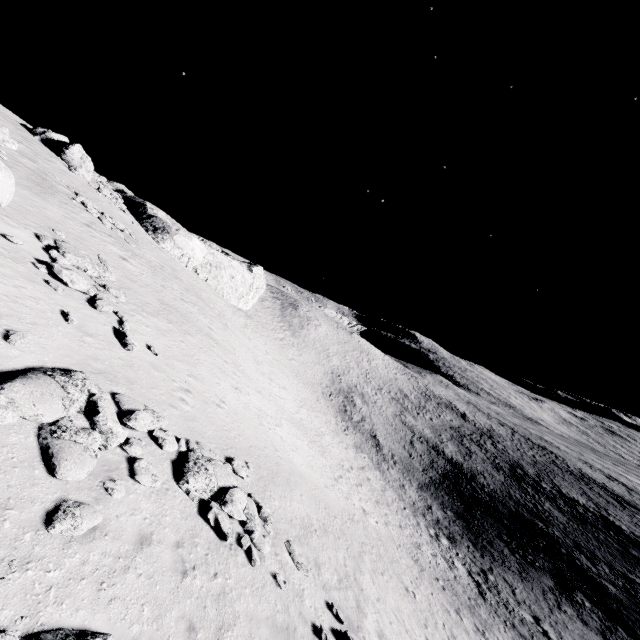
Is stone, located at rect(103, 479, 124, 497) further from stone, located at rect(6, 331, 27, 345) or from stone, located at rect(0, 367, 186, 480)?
stone, located at rect(6, 331, 27, 345)

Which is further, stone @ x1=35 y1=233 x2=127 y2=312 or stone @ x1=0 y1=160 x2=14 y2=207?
stone @ x1=0 y1=160 x2=14 y2=207

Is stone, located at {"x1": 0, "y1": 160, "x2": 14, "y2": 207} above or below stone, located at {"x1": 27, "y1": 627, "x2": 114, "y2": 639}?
above

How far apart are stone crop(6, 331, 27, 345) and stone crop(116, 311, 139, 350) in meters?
4.2 m

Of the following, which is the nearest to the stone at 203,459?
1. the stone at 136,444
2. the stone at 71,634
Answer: the stone at 136,444

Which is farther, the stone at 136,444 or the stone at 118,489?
the stone at 136,444

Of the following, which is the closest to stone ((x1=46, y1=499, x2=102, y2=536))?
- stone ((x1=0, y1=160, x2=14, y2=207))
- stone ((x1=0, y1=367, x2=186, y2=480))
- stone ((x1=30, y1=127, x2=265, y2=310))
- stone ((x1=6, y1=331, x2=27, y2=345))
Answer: stone ((x1=0, y1=367, x2=186, y2=480))

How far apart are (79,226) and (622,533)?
74.40m
